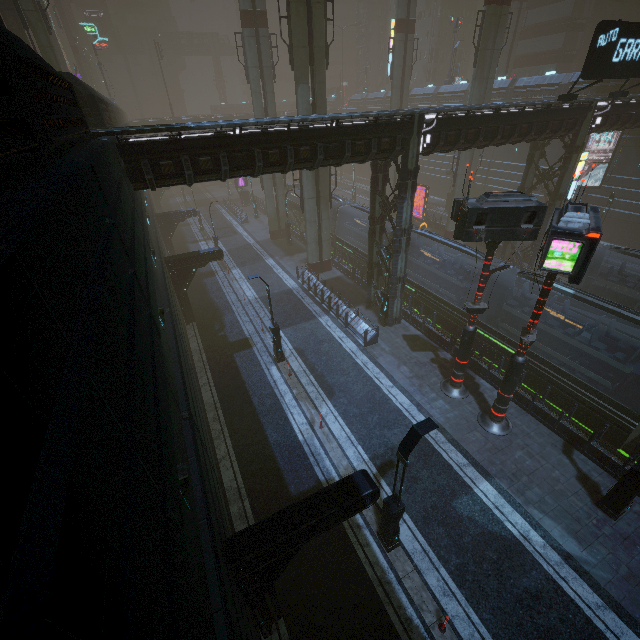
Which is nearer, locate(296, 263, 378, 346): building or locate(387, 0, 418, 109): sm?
locate(296, 263, 378, 346): building

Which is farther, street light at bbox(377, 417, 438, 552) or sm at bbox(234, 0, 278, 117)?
sm at bbox(234, 0, 278, 117)

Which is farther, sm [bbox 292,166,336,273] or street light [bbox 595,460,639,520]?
sm [bbox 292,166,336,273]

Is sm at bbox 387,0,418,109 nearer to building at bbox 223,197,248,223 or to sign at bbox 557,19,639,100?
building at bbox 223,197,248,223

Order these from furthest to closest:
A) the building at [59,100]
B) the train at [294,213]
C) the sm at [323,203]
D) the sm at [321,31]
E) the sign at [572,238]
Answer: the train at [294,213]
the sm at [323,203]
the sm at [321,31]
the sign at [572,238]
the building at [59,100]

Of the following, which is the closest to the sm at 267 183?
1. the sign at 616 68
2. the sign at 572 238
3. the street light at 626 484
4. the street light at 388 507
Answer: the sign at 616 68

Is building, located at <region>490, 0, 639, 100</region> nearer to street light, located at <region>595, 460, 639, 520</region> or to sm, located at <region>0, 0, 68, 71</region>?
sm, located at <region>0, 0, 68, 71</region>

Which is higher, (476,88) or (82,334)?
(476,88)
